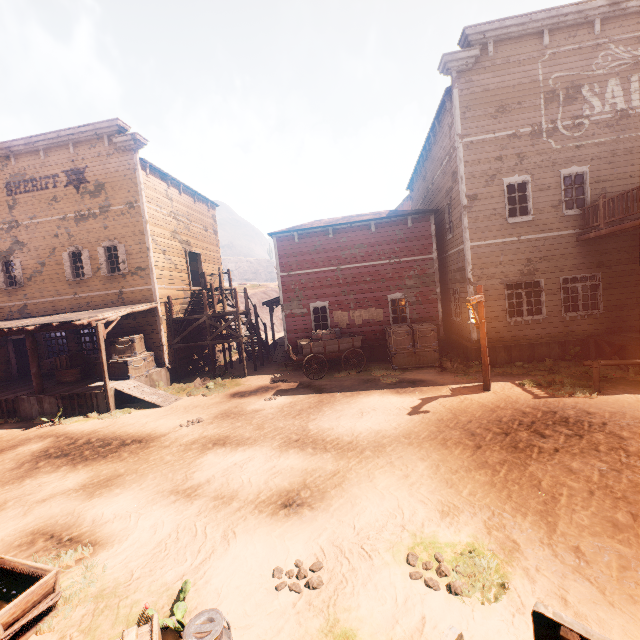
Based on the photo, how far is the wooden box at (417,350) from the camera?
14.0m

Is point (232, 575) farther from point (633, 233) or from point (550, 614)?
point (633, 233)

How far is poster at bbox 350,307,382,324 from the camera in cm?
1623

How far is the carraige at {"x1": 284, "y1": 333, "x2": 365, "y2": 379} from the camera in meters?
14.1 m

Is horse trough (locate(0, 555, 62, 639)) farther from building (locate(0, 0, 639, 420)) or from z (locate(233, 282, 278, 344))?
building (locate(0, 0, 639, 420))

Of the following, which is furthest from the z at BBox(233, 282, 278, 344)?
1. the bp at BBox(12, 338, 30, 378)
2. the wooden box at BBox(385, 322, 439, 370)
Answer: the bp at BBox(12, 338, 30, 378)

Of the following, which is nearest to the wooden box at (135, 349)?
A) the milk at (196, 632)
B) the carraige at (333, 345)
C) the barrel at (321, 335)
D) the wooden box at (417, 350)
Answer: the carraige at (333, 345)

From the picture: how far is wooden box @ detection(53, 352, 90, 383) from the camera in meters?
14.5 m
